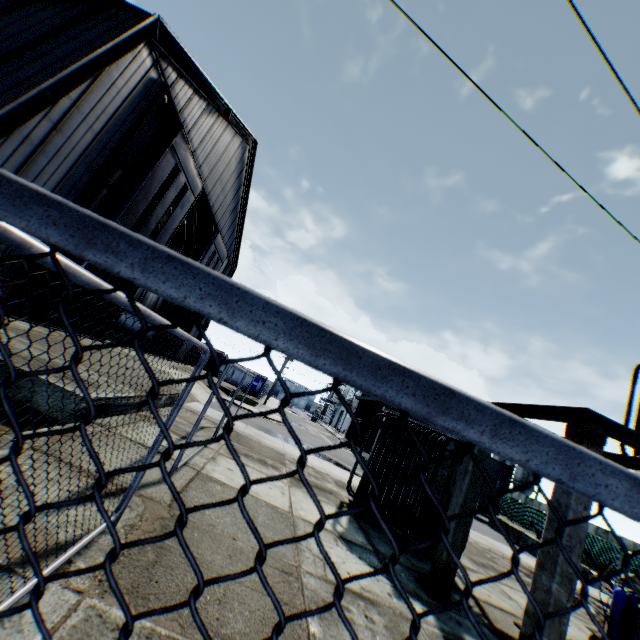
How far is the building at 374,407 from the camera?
38.3 meters

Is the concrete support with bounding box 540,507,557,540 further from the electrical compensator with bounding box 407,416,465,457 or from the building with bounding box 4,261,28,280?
the building with bounding box 4,261,28,280

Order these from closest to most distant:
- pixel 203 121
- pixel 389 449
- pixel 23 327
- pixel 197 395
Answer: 1. pixel 389 449
2. pixel 23 327
3. pixel 203 121
4. pixel 197 395

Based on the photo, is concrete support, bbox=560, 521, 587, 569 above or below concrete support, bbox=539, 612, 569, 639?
above

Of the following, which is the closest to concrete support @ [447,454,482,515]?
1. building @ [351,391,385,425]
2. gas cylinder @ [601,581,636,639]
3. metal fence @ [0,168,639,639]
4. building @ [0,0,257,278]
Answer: gas cylinder @ [601,581,636,639]

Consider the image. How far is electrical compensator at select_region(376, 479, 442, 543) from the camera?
7.9m

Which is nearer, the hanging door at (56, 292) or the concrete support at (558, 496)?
the concrete support at (558, 496)

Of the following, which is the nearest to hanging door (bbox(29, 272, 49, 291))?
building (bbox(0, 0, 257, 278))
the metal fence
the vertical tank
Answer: building (bbox(0, 0, 257, 278))
